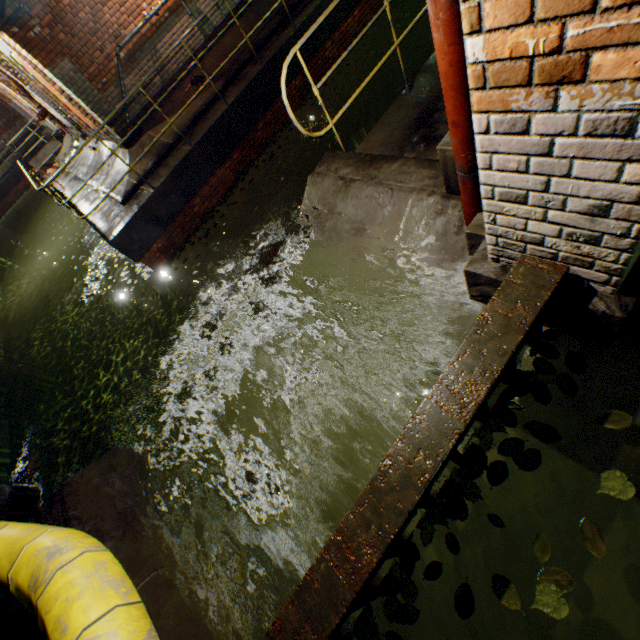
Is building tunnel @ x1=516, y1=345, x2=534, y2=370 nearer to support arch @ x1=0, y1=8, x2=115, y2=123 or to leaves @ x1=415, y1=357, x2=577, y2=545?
leaves @ x1=415, y1=357, x2=577, y2=545

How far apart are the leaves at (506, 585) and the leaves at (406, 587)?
0.17m

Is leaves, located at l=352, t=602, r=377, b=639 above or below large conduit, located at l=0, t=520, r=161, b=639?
below

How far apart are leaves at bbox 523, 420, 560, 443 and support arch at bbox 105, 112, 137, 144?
9.0 meters

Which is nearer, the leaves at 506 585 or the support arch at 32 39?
the leaves at 506 585

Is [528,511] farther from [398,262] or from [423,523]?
[398,262]

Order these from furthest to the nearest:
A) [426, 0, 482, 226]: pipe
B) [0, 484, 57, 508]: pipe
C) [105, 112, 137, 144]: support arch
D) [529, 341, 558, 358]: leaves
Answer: [105, 112, 137, 144]: support arch → [0, 484, 57, 508]: pipe → [529, 341, 558, 358]: leaves → [426, 0, 482, 226]: pipe

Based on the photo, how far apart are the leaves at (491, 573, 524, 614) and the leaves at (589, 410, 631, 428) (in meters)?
0.69
